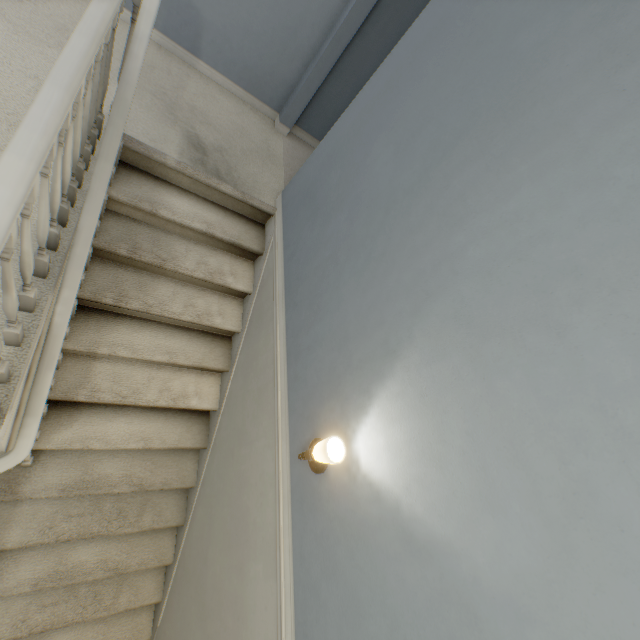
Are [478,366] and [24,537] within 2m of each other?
no

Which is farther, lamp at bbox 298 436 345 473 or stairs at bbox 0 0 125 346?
lamp at bbox 298 436 345 473

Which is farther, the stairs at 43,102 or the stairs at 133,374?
the stairs at 133,374

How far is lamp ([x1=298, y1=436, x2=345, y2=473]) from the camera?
1.2m

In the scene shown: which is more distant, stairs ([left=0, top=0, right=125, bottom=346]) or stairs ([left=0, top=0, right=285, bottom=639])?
stairs ([left=0, top=0, right=285, bottom=639])

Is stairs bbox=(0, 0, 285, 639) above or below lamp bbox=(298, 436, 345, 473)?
below

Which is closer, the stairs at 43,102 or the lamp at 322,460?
the stairs at 43,102
